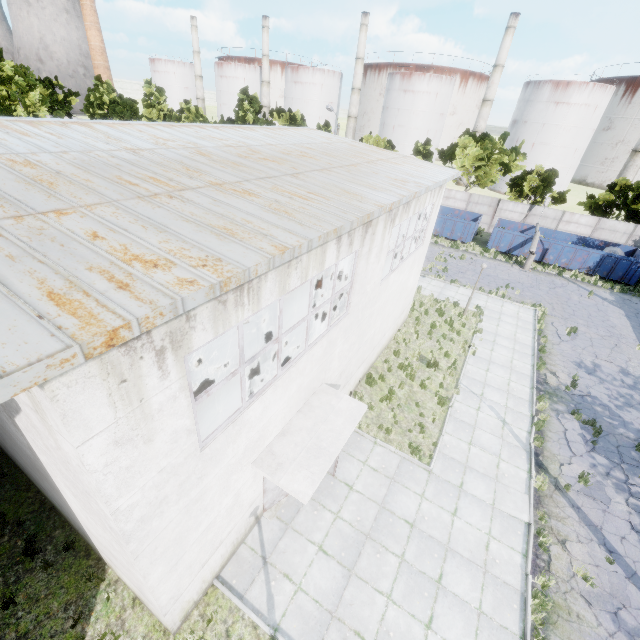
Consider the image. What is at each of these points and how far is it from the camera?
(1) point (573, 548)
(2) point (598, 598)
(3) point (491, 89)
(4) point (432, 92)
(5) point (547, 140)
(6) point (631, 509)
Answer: (1) asphalt debris, 9.23m
(2) asphalt debris, 8.29m
(3) chimney, 54.97m
(4) storage tank, 59.25m
(5) storage tank, 52.84m
(6) asphalt debris, 10.41m

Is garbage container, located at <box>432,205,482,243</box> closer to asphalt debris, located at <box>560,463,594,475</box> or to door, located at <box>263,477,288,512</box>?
asphalt debris, located at <box>560,463,594,475</box>

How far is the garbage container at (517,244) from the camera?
29.4m

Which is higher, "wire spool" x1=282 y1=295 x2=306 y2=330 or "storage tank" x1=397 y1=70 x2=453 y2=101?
"storage tank" x1=397 y1=70 x2=453 y2=101

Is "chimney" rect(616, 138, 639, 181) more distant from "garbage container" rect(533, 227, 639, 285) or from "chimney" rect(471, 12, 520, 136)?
"garbage container" rect(533, 227, 639, 285)

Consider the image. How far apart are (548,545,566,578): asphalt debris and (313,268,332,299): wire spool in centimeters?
1395cm

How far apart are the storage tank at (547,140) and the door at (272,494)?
66.51m

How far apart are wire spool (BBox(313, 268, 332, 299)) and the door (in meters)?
11.07
